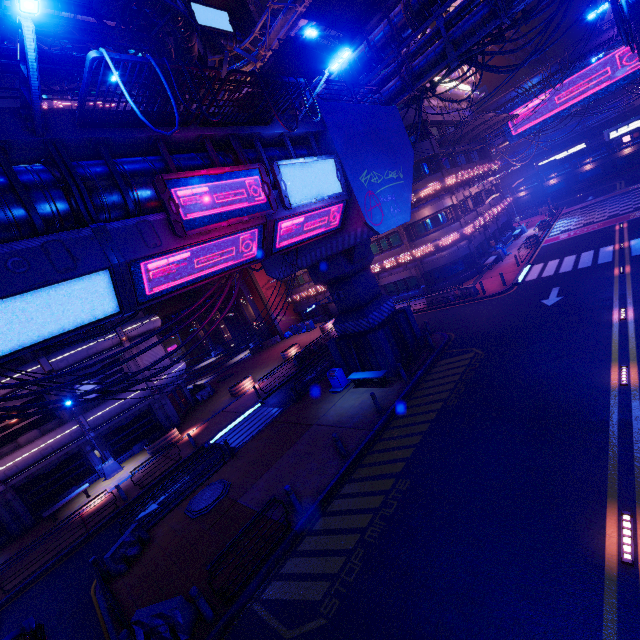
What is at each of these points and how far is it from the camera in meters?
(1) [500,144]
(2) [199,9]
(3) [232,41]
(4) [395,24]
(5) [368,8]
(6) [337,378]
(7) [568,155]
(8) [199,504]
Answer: (1) pipe, 43.3
(2) sign, 45.4
(3) walkway, 50.2
(4) walkway, 17.9
(5) awning, 17.9
(6) trash can, 19.0
(7) sign, 38.4
(8) manhole, 14.0

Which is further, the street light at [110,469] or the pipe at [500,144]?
the pipe at [500,144]

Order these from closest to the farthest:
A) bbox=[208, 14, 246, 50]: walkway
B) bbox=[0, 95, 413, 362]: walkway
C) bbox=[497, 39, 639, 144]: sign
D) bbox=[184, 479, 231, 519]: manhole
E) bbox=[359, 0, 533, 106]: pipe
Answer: bbox=[0, 95, 413, 362]: walkway, bbox=[184, 479, 231, 519]: manhole, bbox=[359, 0, 533, 106]: pipe, bbox=[497, 39, 639, 144]: sign, bbox=[208, 14, 246, 50]: walkway

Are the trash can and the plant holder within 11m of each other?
no

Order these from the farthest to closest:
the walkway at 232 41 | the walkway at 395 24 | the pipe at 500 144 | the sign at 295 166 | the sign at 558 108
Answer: the walkway at 232 41, the pipe at 500 144, the sign at 558 108, the walkway at 395 24, the sign at 295 166

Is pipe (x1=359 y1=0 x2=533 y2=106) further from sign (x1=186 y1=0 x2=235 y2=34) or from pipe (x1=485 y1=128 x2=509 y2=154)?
sign (x1=186 y1=0 x2=235 y2=34)

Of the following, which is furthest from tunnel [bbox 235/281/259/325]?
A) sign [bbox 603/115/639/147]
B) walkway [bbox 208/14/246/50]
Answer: sign [bbox 603/115/639/147]

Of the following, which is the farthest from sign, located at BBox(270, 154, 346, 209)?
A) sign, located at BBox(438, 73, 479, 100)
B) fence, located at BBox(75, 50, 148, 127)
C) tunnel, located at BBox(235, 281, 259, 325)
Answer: tunnel, located at BBox(235, 281, 259, 325)
